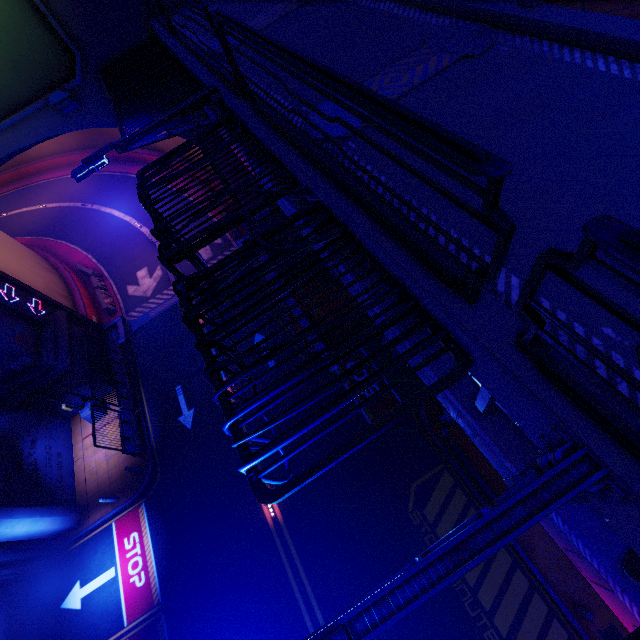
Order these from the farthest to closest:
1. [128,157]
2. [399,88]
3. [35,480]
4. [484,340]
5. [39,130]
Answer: Answer:
[128,157]
[35,480]
[39,130]
[399,88]
[484,340]

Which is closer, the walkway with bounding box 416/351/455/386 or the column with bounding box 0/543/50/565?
the walkway with bounding box 416/351/455/386

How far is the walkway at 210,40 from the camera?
7.34m

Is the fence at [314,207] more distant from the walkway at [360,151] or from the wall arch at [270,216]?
the wall arch at [270,216]

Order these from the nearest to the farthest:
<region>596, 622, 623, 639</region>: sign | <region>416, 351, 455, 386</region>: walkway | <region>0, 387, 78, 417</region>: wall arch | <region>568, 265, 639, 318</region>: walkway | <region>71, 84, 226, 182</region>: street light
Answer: <region>568, 265, 639, 318</region>: walkway, <region>596, 622, 623, 639</region>: sign, <region>416, 351, 455, 386</region>: walkway, <region>71, 84, 226, 182</region>: street light, <region>0, 387, 78, 417</region>: wall arch

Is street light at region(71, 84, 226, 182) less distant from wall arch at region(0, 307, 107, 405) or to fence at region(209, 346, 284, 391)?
fence at region(209, 346, 284, 391)

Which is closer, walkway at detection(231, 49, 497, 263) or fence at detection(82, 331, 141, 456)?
walkway at detection(231, 49, 497, 263)

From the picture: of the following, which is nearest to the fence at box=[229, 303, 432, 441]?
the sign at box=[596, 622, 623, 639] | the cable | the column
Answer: the cable
